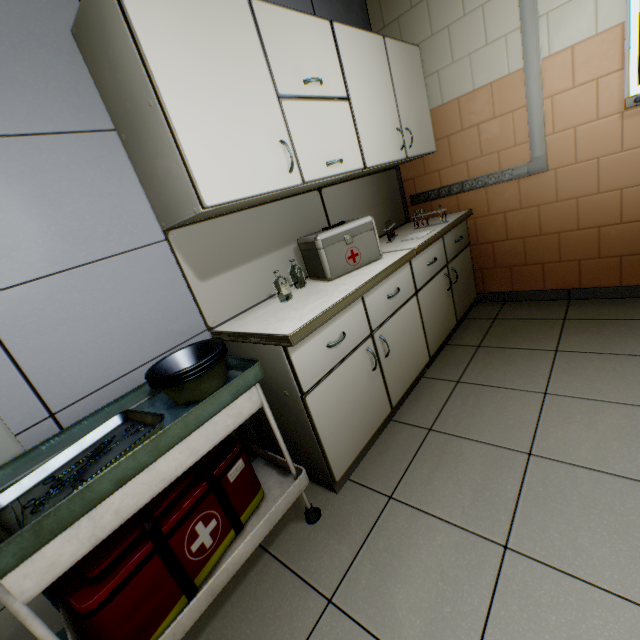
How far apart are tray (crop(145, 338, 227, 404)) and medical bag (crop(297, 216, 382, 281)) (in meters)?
0.86

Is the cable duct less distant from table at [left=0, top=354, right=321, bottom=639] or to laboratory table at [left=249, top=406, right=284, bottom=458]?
laboratory table at [left=249, top=406, right=284, bottom=458]

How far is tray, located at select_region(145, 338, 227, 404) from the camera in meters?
1.2

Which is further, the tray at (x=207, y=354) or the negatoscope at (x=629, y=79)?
the negatoscope at (x=629, y=79)

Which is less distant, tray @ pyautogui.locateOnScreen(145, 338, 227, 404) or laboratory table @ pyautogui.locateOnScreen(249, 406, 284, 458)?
tray @ pyautogui.locateOnScreen(145, 338, 227, 404)

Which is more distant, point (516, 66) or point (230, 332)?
point (516, 66)

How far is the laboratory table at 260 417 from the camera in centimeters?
178cm

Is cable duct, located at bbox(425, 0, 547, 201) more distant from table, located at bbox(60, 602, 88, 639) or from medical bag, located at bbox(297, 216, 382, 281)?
table, located at bbox(60, 602, 88, 639)
